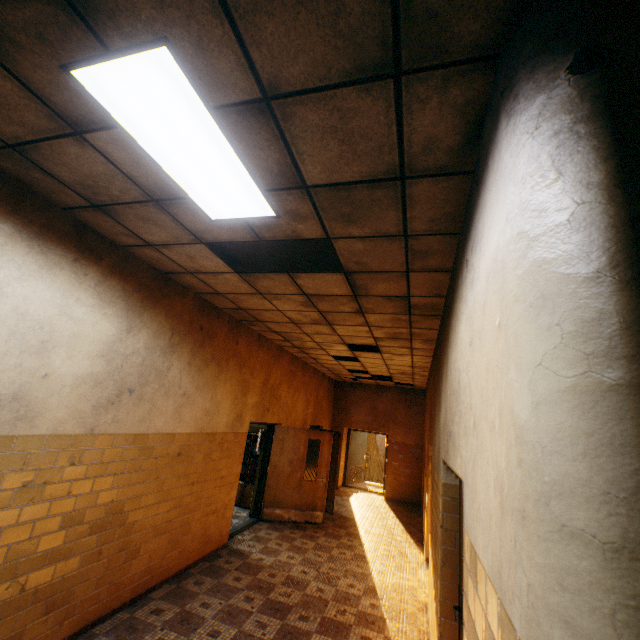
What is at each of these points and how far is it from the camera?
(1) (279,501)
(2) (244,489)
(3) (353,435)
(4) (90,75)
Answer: (1) door, 7.6 meters
(2) bookcase, 8.4 meters
(3) door, 13.6 meters
(4) lamp, 1.7 meters

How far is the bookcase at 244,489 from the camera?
8.3m

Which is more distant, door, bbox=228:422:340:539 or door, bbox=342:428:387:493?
door, bbox=342:428:387:493

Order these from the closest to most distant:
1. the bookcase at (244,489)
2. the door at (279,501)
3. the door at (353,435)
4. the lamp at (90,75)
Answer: the lamp at (90,75) → the door at (279,501) → the bookcase at (244,489) → the door at (353,435)

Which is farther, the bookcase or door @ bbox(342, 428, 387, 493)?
door @ bbox(342, 428, 387, 493)

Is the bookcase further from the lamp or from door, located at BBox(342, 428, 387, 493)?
the lamp

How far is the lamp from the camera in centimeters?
158cm

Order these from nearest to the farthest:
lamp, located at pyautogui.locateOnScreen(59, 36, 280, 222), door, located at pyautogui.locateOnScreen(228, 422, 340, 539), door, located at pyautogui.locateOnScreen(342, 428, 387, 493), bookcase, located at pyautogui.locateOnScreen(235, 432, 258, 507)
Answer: lamp, located at pyautogui.locateOnScreen(59, 36, 280, 222) < door, located at pyautogui.locateOnScreen(228, 422, 340, 539) < bookcase, located at pyautogui.locateOnScreen(235, 432, 258, 507) < door, located at pyautogui.locateOnScreen(342, 428, 387, 493)
